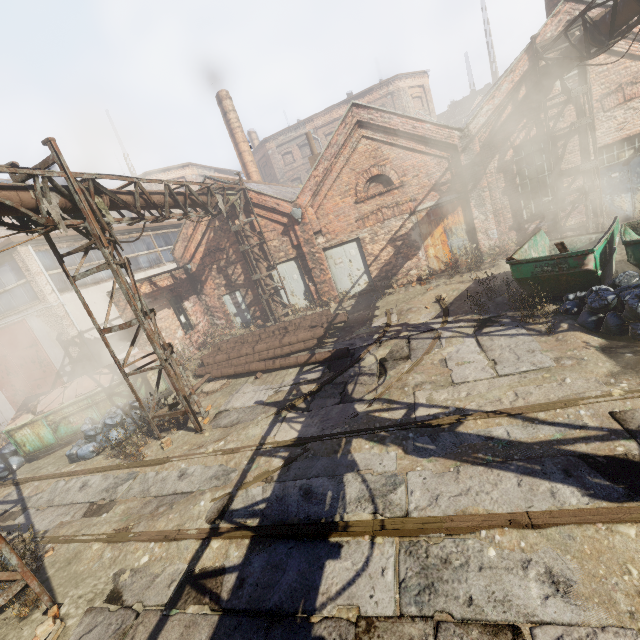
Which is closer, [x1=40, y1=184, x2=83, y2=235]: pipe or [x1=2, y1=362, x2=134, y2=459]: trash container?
[x1=40, y1=184, x2=83, y2=235]: pipe

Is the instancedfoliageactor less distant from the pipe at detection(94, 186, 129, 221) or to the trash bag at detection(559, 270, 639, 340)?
the pipe at detection(94, 186, 129, 221)

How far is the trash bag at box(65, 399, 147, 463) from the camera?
8.9 meters

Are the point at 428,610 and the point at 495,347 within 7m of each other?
yes

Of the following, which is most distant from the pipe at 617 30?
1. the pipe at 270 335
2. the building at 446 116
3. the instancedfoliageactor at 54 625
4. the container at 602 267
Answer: the building at 446 116

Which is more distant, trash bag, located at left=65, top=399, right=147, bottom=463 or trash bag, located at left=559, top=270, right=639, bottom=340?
trash bag, located at left=65, top=399, right=147, bottom=463

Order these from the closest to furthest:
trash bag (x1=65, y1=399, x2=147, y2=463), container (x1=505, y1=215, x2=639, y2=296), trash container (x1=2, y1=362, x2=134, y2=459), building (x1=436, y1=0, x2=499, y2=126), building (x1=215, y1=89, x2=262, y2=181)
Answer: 1. container (x1=505, y1=215, x2=639, y2=296)
2. trash bag (x1=65, y1=399, x2=147, y2=463)
3. trash container (x1=2, y1=362, x2=134, y2=459)
4. building (x1=215, y1=89, x2=262, y2=181)
5. building (x1=436, y1=0, x2=499, y2=126)

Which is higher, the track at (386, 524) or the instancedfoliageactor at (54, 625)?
the instancedfoliageactor at (54, 625)
